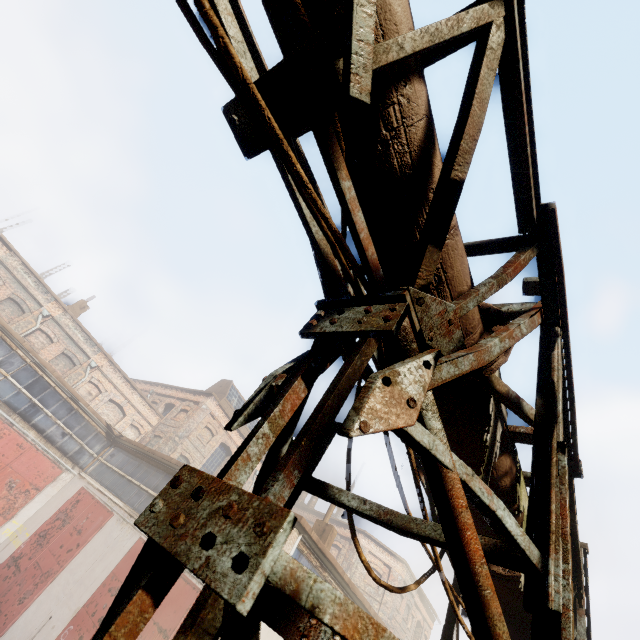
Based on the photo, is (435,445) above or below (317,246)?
below

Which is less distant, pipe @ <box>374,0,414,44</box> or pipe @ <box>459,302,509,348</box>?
pipe @ <box>374,0,414,44</box>

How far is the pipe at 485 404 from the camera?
1.75m
